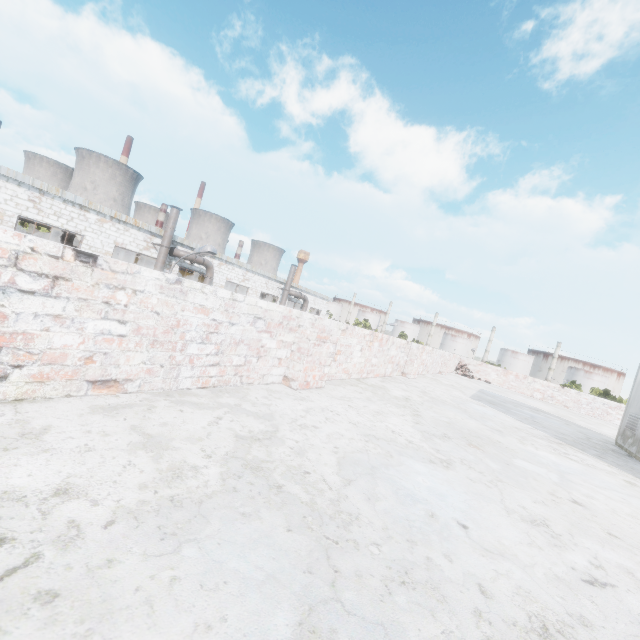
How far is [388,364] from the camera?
6.3m

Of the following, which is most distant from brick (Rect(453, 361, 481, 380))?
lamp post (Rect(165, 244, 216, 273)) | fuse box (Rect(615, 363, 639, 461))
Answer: lamp post (Rect(165, 244, 216, 273))

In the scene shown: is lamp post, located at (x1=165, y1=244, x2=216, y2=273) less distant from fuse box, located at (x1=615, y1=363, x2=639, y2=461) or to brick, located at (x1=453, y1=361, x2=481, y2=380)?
brick, located at (x1=453, y1=361, x2=481, y2=380)

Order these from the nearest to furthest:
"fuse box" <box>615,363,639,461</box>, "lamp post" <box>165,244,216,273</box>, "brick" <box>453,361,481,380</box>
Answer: "fuse box" <box>615,363,639,461</box>, "lamp post" <box>165,244,216,273</box>, "brick" <box>453,361,481,380</box>

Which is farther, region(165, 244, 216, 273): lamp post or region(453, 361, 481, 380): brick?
region(453, 361, 481, 380): brick

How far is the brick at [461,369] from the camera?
13.7m

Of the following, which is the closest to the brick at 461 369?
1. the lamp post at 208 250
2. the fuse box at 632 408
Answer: the fuse box at 632 408

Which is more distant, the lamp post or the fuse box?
the lamp post
